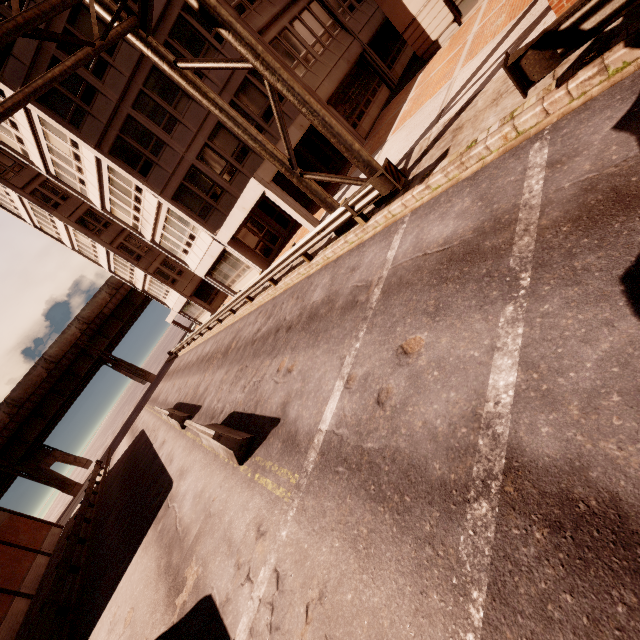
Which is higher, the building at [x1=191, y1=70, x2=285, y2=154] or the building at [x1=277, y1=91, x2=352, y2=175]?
the building at [x1=191, y1=70, x2=285, y2=154]

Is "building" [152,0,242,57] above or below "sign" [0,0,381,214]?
above

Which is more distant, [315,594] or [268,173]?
[268,173]

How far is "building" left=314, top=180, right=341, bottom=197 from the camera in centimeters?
1739cm

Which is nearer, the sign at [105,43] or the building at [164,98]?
the sign at [105,43]

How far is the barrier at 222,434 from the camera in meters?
7.6 m
